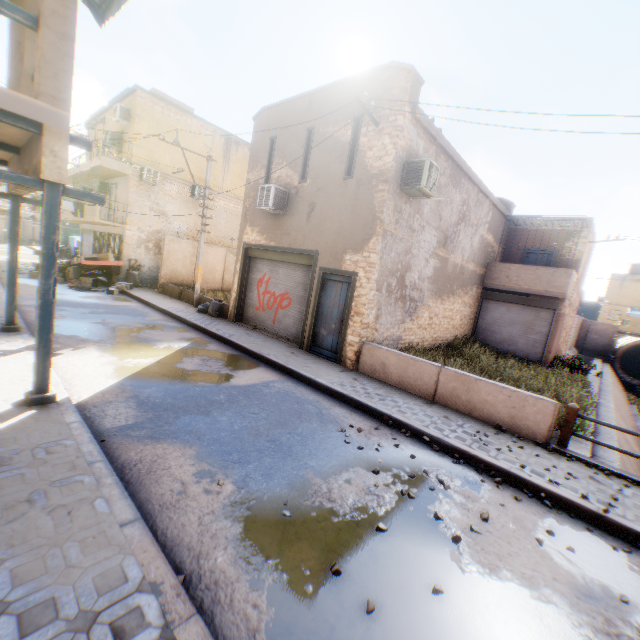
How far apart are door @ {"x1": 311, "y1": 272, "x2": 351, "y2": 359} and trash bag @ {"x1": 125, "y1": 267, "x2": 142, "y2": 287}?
12.2m

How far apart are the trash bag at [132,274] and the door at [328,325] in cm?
1221

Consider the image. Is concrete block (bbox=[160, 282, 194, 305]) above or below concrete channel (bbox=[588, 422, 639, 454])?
above

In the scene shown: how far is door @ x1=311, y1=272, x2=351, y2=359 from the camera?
10.0 meters

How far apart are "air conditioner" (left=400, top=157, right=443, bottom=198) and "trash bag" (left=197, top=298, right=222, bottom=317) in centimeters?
223cm

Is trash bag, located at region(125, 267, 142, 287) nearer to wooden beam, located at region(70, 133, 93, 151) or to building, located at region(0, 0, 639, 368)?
building, located at region(0, 0, 639, 368)

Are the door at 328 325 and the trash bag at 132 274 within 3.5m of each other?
no

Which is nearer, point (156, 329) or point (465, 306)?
point (156, 329)
